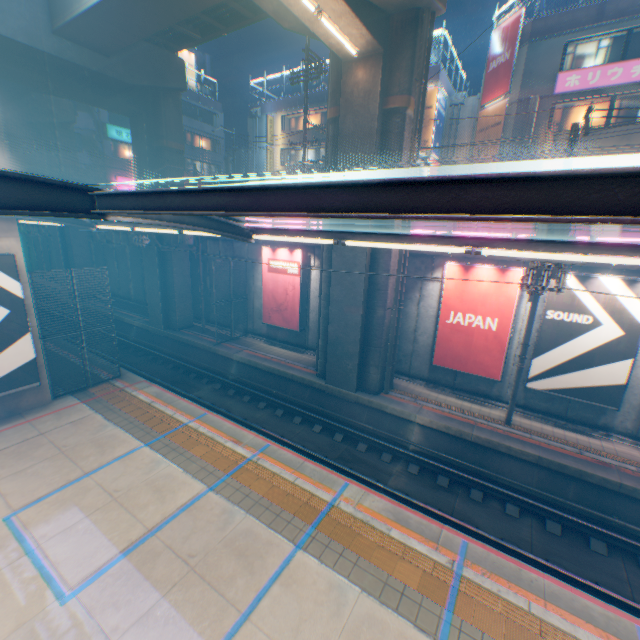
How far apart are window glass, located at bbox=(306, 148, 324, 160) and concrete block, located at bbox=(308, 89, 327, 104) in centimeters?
343cm

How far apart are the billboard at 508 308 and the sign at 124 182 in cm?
3446

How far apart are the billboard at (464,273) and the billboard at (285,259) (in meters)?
7.06

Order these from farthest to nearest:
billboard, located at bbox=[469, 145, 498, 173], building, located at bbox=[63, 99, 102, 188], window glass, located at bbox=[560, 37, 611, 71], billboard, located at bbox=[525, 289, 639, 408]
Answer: building, located at bbox=[63, 99, 102, 188] < billboard, located at bbox=[469, 145, 498, 173] < window glass, located at bbox=[560, 37, 611, 71] < billboard, located at bbox=[525, 289, 639, 408]

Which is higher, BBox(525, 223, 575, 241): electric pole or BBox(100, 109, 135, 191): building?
BBox(100, 109, 135, 191): building

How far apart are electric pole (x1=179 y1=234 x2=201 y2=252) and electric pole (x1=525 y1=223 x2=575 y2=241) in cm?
1569

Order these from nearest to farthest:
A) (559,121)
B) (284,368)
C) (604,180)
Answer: (604,180), (284,368), (559,121)

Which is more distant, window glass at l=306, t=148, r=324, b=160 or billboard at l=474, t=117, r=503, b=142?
window glass at l=306, t=148, r=324, b=160
